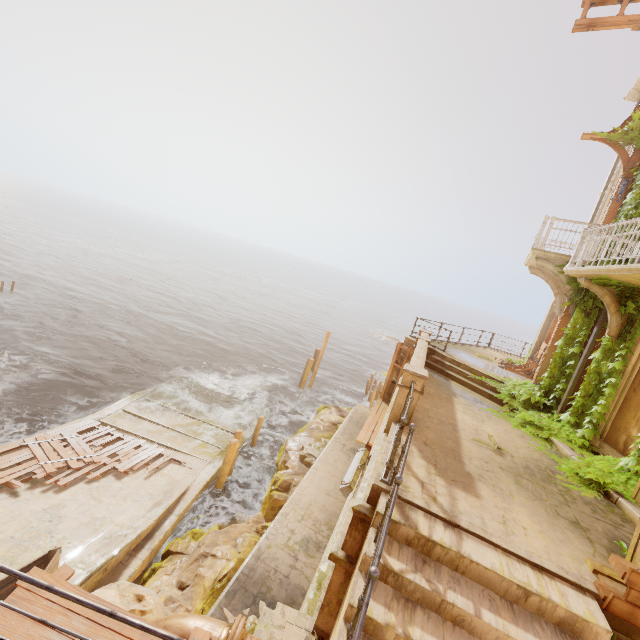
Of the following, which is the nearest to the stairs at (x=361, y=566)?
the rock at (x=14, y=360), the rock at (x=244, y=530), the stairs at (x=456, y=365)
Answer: the rock at (x=244, y=530)

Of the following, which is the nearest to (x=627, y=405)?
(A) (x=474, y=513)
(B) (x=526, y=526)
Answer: (B) (x=526, y=526)

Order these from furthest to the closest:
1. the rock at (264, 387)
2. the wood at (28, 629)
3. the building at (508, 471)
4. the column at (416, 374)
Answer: the rock at (264, 387) → the column at (416, 374) → the building at (508, 471) → the wood at (28, 629)

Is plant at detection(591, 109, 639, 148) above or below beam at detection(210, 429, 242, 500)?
above

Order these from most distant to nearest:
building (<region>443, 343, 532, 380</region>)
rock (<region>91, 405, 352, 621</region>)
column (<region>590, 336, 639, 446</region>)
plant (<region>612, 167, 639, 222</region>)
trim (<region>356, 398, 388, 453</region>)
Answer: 1. building (<region>443, 343, 532, 380</region>)
2. trim (<region>356, 398, 388, 453</region>)
3. plant (<region>612, 167, 639, 222</region>)
4. column (<region>590, 336, 639, 446</region>)
5. rock (<region>91, 405, 352, 621</region>)

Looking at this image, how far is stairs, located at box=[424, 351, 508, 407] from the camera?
10.9 meters

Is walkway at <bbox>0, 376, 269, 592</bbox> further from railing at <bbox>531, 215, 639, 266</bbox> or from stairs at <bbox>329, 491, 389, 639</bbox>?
railing at <bbox>531, 215, 639, 266</bbox>

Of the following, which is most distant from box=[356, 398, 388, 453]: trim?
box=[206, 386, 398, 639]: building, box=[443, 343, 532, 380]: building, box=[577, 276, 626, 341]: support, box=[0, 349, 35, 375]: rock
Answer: box=[0, 349, 35, 375]: rock
